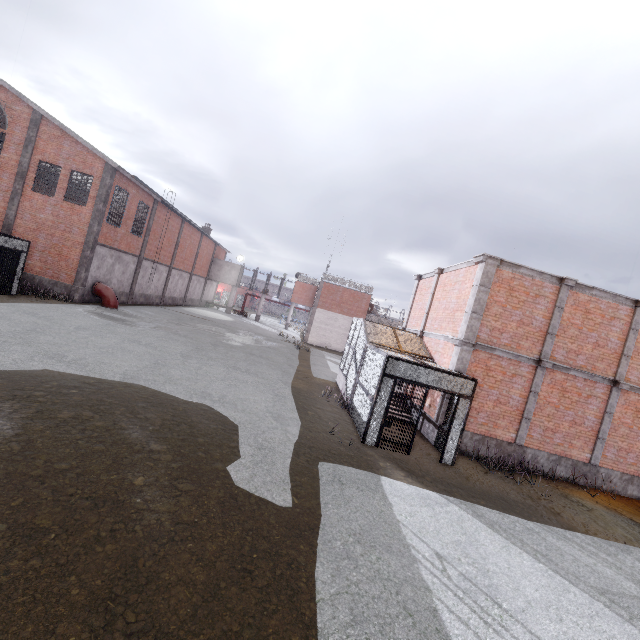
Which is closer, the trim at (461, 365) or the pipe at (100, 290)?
the trim at (461, 365)

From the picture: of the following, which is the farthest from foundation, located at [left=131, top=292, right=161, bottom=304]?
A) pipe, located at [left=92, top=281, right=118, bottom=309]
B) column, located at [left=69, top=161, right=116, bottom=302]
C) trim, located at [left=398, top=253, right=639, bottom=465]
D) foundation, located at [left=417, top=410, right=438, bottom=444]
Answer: foundation, located at [left=417, top=410, right=438, bottom=444]

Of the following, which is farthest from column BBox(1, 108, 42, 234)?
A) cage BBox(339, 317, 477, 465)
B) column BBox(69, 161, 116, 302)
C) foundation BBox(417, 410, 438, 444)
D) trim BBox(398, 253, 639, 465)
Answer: foundation BBox(417, 410, 438, 444)

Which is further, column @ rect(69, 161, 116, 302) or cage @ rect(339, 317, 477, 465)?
A: column @ rect(69, 161, 116, 302)

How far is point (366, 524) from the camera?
5.87m

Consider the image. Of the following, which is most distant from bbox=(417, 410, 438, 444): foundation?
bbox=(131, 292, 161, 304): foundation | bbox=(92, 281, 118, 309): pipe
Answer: bbox=(131, 292, 161, 304): foundation

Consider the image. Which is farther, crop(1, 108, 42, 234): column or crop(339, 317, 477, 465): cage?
crop(1, 108, 42, 234): column

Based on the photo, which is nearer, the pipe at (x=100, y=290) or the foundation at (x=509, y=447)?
the foundation at (x=509, y=447)
